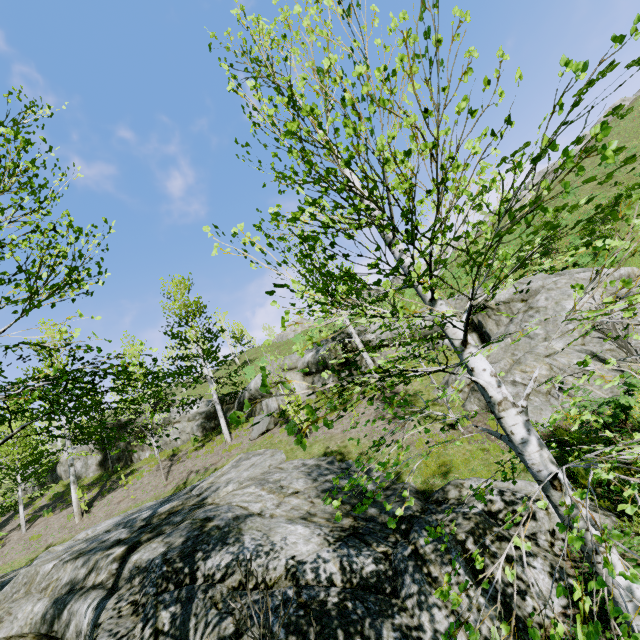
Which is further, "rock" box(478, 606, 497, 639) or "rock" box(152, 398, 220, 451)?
"rock" box(152, 398, 220, 451)

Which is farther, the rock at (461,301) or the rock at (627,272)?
the rock at (461,301)

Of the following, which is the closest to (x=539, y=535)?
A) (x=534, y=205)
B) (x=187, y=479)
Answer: (x=534, y=205)

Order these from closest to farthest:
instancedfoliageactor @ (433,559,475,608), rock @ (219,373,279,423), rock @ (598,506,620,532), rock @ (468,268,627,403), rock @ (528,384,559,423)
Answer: instancedfoliageactor @ (433,559,475,608) → rock @ (598,506,620,532) → rock @ (528,384,559,423) → rock @ (468,268,627,403) → rock @ (219,373,279,423)

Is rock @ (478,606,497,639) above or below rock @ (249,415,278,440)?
below

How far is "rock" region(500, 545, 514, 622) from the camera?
3.7 meters
